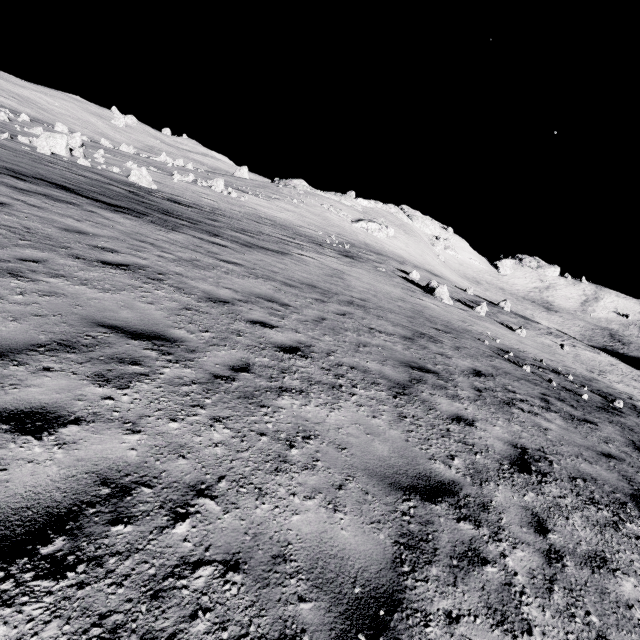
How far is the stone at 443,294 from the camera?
25.3m

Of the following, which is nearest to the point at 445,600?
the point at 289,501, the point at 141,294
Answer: the point at 289,501

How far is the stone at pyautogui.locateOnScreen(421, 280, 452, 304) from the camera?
25.3m
